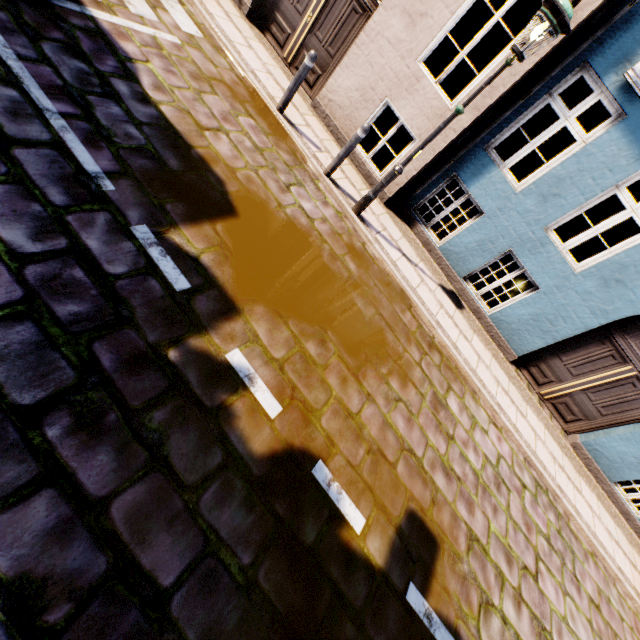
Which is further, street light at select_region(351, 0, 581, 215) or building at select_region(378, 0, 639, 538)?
building at select_region(378, 0, 639, 538)

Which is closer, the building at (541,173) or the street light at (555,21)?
the street light at (555,21)

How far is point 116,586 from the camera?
1.9 meters
